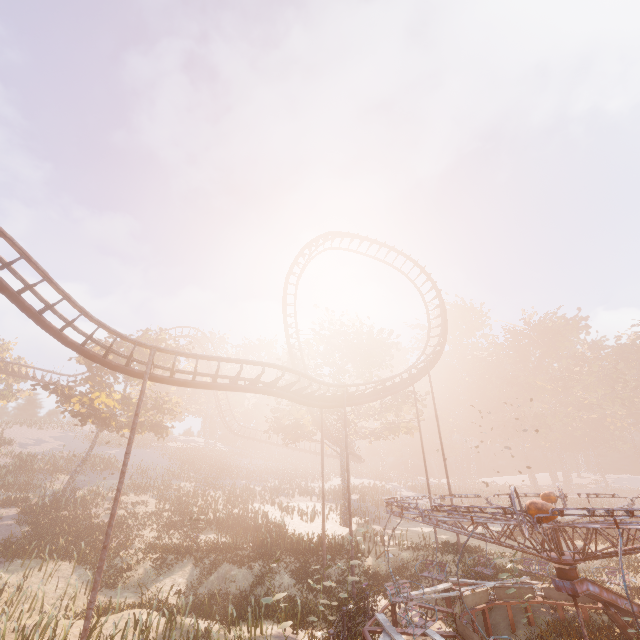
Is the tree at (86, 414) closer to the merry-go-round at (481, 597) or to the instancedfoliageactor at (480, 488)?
the merry-go-round at (481, 597)

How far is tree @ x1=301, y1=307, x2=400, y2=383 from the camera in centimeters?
3119cm

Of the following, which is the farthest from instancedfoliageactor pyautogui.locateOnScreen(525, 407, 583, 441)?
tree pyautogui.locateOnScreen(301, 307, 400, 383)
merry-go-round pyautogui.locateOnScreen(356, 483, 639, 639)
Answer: tree pyautogui.locateOnScreen(301, 307, 400, 383)

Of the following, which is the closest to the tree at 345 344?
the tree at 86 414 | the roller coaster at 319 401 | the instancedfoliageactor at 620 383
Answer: the roller coaster at 319 401

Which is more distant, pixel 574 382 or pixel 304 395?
pixel 574 382

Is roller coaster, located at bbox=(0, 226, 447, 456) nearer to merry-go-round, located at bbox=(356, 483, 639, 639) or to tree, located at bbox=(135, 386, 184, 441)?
merry-go-round, located at bbox=(356, 483, 639, 639)

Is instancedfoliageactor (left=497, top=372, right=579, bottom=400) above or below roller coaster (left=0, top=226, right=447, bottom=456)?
above
